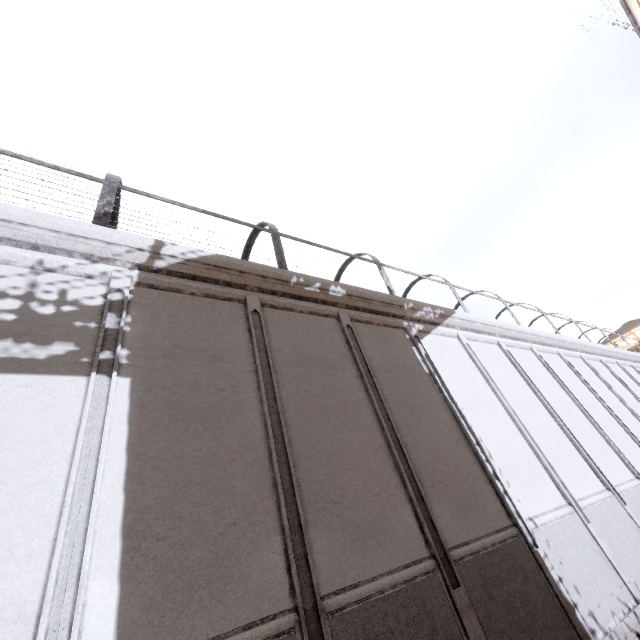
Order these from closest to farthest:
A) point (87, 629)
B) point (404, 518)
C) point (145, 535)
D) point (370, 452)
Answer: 1. point (87, 629)
2. point (145, 535)
3. point (404, 518)
4. point (370, 452)
